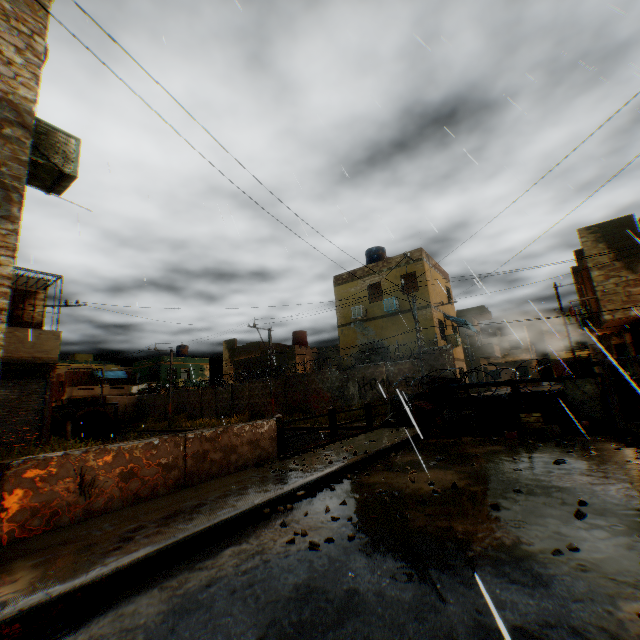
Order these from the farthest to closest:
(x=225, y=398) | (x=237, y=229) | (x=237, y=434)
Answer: (x=225, y=398) → (x=237, y=434) → (x=237, y=229)

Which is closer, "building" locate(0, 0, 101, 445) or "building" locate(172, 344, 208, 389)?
"building" locate(0, 0, 101, 445)

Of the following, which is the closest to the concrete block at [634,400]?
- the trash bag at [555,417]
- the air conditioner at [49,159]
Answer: the trash bag at [555,417]

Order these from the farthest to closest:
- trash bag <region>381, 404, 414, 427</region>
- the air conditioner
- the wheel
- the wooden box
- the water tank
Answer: the water tank
trash bag <region>381, 404, 414, 427</region>
the wheel
the wooden box
the air conditioner

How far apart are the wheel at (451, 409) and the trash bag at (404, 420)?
0.6 meters

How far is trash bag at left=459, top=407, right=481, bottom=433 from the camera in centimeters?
952cm

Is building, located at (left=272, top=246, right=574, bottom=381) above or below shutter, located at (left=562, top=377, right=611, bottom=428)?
above

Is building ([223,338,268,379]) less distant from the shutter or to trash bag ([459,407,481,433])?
the shutter
